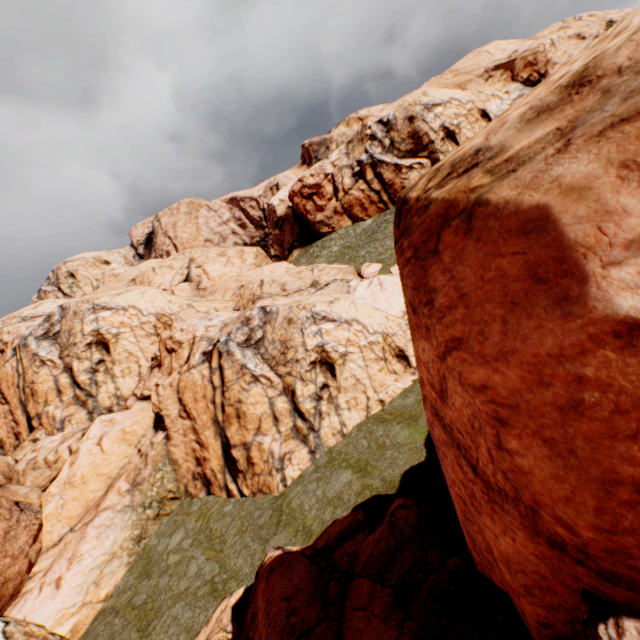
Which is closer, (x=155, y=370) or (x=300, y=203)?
(x=155, y=370)

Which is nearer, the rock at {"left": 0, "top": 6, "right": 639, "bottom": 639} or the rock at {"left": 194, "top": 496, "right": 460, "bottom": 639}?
the rock at {"left": 0, "top": 6, "right": 639, "bottom": 639}

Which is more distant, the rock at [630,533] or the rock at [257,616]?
the rock at [257,616]
